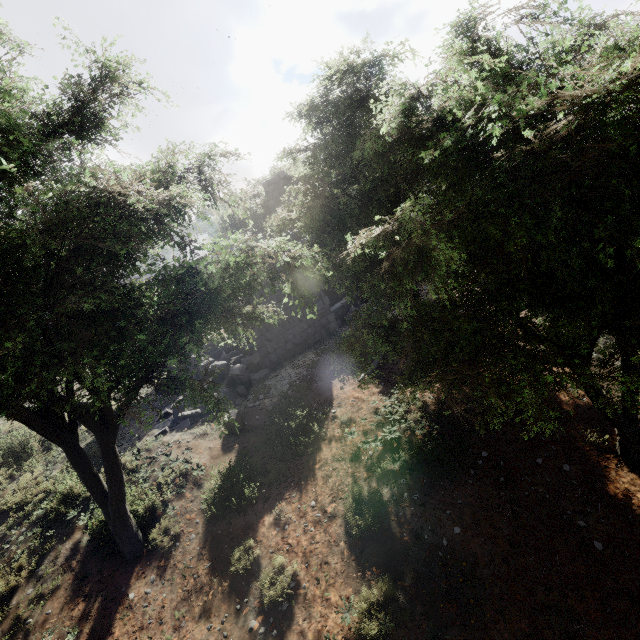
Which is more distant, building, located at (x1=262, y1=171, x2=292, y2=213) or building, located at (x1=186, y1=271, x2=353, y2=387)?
building, located at (x1=262, y1=171, x2=292, y2=213)

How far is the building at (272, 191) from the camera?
20.1m

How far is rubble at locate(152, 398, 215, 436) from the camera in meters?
10.4

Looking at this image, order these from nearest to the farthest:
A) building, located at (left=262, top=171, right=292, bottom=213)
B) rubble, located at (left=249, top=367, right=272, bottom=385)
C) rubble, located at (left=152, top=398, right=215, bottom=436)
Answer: rubble, located at (left=152, top=398, right=215, bottom=436), rubble, located at (left=249, top=367, right=272, bottom=385), building, located at (left=262, top=171, right=292, bottom=213)

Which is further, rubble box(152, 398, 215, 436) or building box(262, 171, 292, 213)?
building box(262, 171, 292, 213)

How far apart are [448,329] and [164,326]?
4.03m

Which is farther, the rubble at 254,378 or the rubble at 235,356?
the rubble at 235,356
